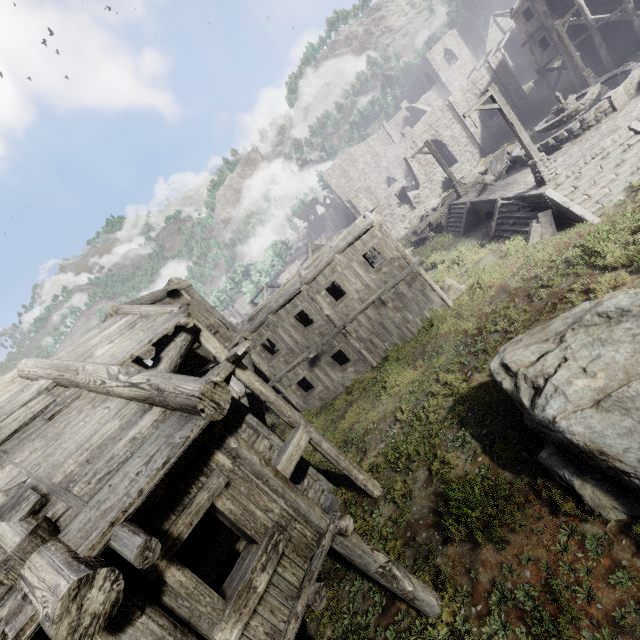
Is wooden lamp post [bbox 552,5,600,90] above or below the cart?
above

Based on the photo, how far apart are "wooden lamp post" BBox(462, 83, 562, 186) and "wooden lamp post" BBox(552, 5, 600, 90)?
13.1m

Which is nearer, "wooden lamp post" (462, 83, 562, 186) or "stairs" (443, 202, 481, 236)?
"wooden lamp post" (462, 83, 562, 186)

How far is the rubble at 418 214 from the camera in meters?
36.8 m

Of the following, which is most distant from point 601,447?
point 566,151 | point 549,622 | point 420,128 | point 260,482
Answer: point 420,128

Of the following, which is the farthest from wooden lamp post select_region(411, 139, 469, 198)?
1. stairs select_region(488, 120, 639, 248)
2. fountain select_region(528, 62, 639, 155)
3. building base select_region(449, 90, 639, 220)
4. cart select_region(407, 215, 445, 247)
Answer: stairs select_region(488, 120, 639, 248)

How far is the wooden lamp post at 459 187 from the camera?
22.8m

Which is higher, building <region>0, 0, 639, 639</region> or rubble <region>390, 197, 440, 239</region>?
building <region>0, 0, 639, 639</region>
